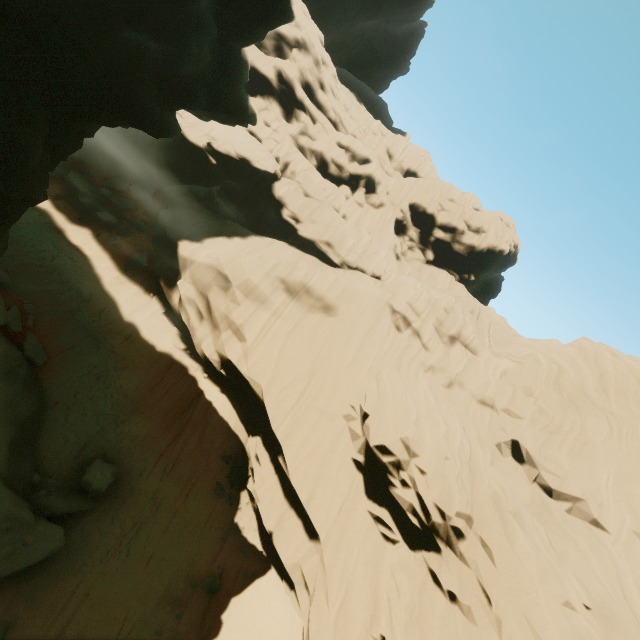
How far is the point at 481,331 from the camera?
26.3m

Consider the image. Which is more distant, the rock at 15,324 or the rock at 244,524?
the rock at 244,524

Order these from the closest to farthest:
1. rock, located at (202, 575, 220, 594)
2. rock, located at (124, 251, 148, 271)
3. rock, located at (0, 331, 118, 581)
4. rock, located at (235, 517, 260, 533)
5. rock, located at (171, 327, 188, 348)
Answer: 1. rock, located at (0, 331, 118, 581)
2. rock, located at (202, 575, 220, 594)
3. rock, located at (235, 517, 260, 533)
4. rock, located at (171, 327, 188, 348)
5. rock, located at (124, 251, 148, 271)

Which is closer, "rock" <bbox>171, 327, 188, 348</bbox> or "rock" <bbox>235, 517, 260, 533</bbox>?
"rock" <bbox>235, 517, 260, 533</bbox>

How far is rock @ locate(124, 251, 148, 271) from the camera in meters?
23.5

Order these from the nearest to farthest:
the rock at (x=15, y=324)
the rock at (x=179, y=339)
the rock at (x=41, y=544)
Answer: the rock at (x=41, y=544)
the rock at (x=15, y=324)
the rock at (x=179, y=339)
